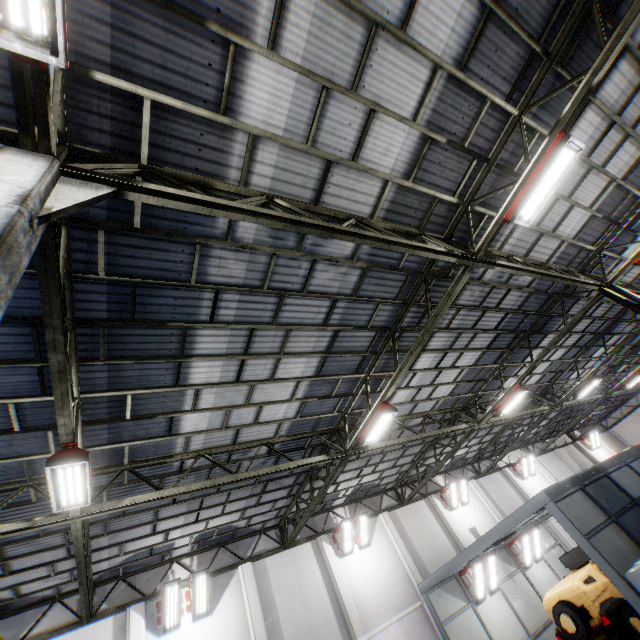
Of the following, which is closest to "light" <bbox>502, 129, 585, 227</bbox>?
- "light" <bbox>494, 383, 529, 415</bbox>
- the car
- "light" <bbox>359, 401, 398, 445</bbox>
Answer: "light" <bbox>359, 401, 398, 445</bbox>

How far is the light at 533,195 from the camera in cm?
574

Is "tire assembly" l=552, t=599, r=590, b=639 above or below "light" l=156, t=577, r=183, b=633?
below

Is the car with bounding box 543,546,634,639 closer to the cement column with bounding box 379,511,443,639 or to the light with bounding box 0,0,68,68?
the cement column with bounding box 379,511,443,639

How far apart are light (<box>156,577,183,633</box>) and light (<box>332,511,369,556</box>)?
6.99m

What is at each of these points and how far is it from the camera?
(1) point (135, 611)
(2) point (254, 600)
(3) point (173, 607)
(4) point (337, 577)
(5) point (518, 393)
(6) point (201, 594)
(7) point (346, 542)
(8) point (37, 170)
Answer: (1) cement column, 11.5m
(2) cement column, 12.9m
(3) light, 11.7m
(4) cement column, 14.5m
(5) light, 13.4m
(6) light, 12.2m
(7) light, 15.6m
(8) metal pole, 2.9m

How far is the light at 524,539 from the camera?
16.12m

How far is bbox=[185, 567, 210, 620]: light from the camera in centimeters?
1202cm
